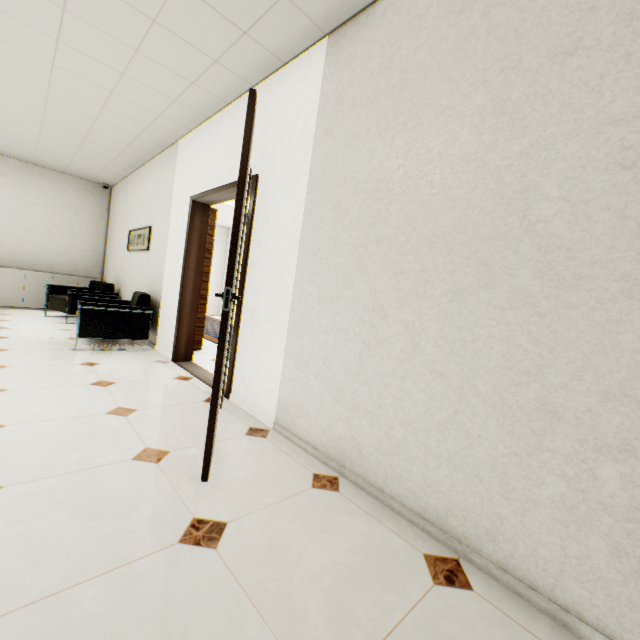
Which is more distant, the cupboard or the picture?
the cupboard

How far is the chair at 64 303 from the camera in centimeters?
403cm

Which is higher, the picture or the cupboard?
the picture

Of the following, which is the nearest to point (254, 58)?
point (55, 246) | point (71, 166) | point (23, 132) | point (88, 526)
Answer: point (88, 526)

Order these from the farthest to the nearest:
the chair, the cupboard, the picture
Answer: the cupboard → the picture → the chair

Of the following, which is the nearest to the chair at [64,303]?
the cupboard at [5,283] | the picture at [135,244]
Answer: the picture at [135,244]

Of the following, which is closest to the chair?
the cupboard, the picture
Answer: the picture

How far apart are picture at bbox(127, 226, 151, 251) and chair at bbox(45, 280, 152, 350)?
0.7m
